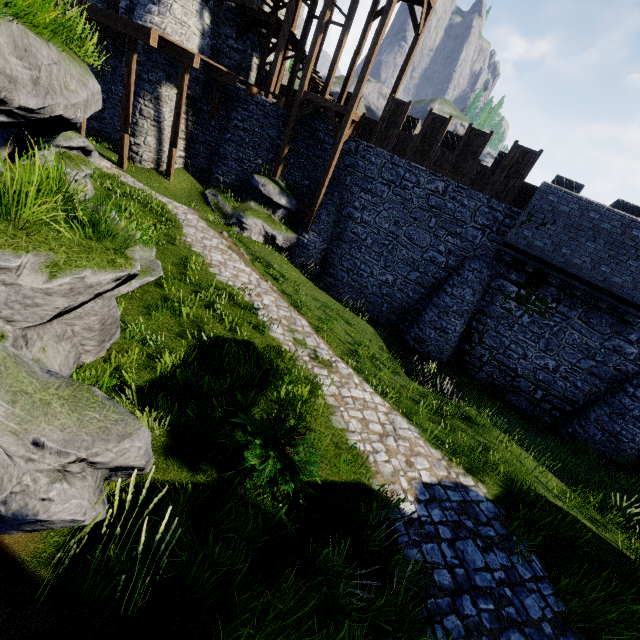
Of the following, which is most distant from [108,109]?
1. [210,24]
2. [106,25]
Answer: [210,24]

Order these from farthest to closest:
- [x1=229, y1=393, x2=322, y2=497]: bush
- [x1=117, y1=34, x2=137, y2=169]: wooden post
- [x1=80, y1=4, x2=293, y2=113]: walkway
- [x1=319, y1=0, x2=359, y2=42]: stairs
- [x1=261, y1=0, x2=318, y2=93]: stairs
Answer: [x1=261, y1=0, x2=318, y2=93]: stairs, [x1=319, y1=0, x2=359, y2=42]: stairs, [x1=117, y1=34, x2=137, y2=169]: wooden post, [x1=80, y1=4, x2=293, y2=113]: walkway, [x1=229, y1=393, x2=322, y2=497]: bush

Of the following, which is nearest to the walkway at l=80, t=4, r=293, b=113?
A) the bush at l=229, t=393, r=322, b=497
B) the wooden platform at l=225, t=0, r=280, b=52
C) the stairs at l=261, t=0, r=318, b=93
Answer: the stairs at l=261, t=0, r=318, b=93

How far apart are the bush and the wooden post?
16.3 meters

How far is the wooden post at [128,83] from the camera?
13.8m

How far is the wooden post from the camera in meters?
13.8 m

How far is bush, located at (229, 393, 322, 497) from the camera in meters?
4.2

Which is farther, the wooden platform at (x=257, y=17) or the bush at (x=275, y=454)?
the wooden platform at (x=257, y=17)
